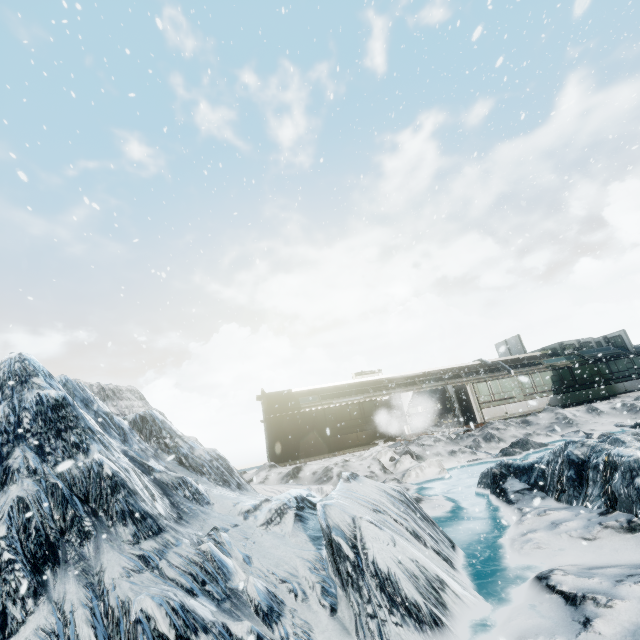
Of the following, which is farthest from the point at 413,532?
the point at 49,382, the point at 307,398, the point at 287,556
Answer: the point at 307,398
